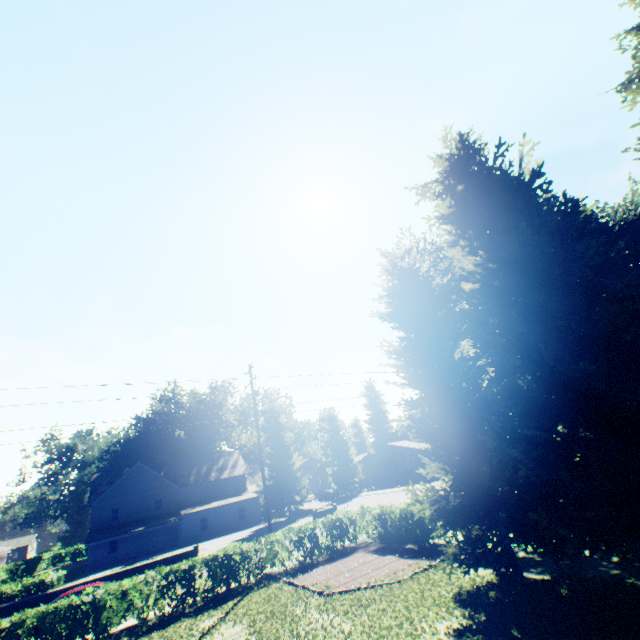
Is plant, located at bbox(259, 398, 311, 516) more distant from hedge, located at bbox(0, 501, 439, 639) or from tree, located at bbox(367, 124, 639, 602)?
hedge, located at bbox(0, 501, 439, 639)

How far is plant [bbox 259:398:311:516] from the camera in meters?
42.2 m

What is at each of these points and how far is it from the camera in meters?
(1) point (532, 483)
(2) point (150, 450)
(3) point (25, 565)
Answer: (1) tree, 9.1
(2) plant, 57.7
(3) hedge, 42.1

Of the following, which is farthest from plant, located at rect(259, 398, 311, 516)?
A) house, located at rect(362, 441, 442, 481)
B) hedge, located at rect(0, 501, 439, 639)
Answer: hedge, located at rect(0, 501, 439, 639)

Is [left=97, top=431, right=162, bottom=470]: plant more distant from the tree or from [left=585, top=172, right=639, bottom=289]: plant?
the tree

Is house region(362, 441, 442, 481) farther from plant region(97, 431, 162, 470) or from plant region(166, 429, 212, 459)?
plant region(97, 431, 162, 470)

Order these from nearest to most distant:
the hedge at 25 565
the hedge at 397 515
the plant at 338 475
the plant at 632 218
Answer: the hedge at 397 515 → the hedge at 25 565 → the plant at 632 218 → the plant at 338 475

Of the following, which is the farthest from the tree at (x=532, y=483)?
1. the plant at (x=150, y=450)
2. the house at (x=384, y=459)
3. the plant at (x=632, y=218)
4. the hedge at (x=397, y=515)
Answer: the house at (x=384, y=459)
